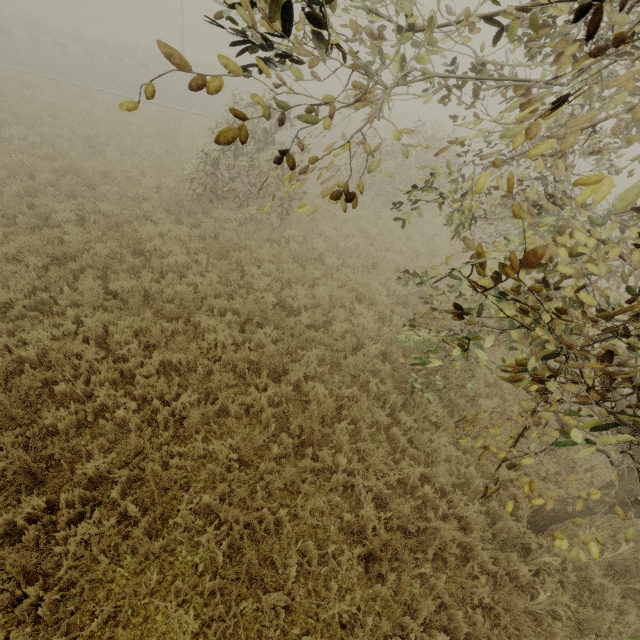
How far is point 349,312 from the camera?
8.9m

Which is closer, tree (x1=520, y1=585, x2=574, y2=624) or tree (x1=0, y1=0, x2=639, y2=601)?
tree (x1=0, y1=0, x2=639, y2=601)

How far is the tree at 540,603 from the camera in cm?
414

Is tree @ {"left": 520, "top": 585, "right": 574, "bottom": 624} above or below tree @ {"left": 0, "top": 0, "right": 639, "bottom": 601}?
below

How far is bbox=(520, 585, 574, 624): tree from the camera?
4.1 meters

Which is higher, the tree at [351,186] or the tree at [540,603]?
the tree at [351,186]
